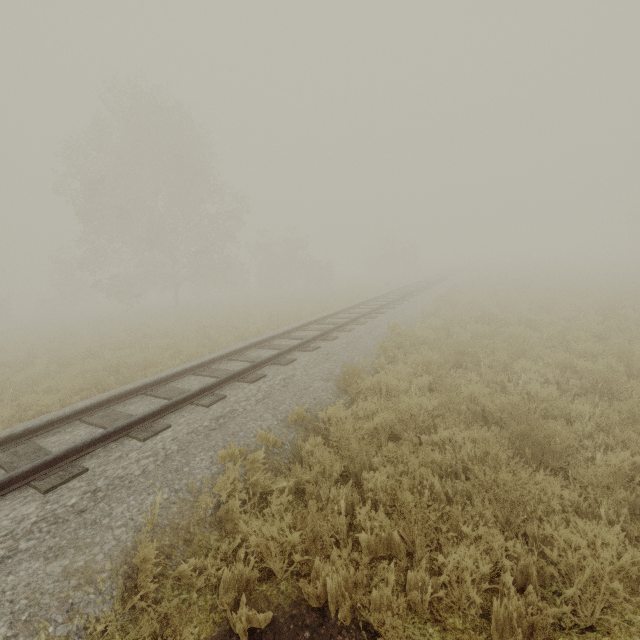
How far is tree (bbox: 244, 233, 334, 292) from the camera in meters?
36.3 m

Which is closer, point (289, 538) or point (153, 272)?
point (289, 538)

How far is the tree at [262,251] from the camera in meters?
36.3

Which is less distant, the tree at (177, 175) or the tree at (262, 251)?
the tree at (177, 175)

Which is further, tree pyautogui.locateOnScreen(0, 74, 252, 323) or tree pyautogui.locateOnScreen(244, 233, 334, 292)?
tree pyautogui.locateOnScreen(244, 233, 334, 292)
